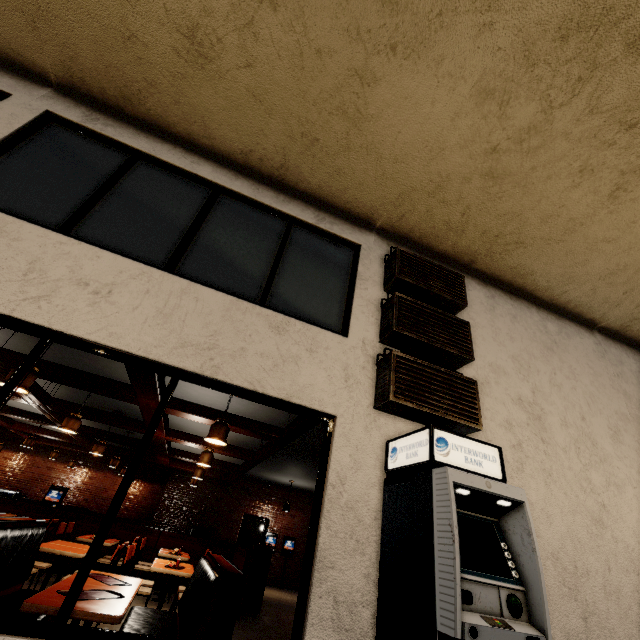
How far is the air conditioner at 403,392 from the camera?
3.6m

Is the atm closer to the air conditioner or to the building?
the building

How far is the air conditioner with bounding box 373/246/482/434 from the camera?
3.6m

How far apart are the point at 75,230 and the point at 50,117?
1.93m

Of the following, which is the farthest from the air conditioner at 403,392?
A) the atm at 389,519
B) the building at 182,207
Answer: the atm at 389,519

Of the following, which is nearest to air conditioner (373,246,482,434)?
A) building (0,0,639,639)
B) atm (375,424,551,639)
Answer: building (0,0,639,639)
